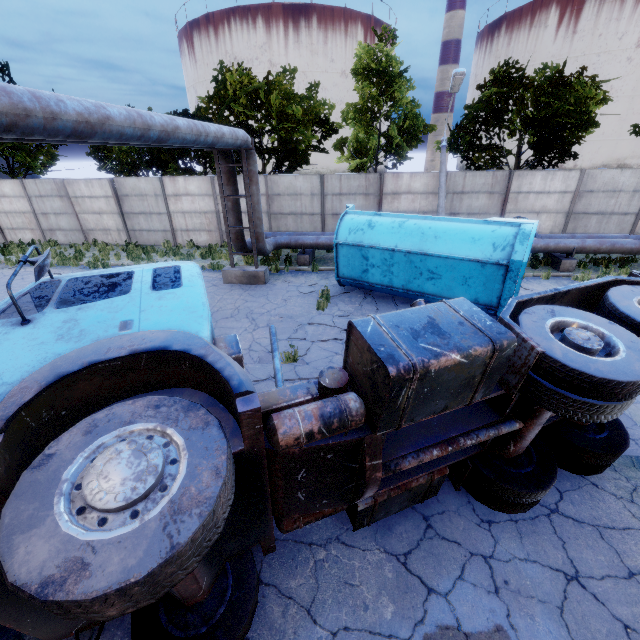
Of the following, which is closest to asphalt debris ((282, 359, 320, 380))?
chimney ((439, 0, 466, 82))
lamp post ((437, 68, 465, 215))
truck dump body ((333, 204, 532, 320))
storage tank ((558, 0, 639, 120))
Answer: truck dump body ((333, 204, 532, 320))

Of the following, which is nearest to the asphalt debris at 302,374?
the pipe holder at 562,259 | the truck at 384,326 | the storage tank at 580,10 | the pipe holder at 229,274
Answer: the truck at 384,326

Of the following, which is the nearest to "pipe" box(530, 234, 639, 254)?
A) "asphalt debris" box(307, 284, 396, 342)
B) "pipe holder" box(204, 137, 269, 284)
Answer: "pipe holder" box(204, 137, 269, 284)

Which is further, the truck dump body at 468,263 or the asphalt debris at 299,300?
the asphalt debris at 299,300

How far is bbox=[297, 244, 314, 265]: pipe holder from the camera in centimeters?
1467cm

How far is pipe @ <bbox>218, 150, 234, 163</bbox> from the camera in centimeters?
1131cm

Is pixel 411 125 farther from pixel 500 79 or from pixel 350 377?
pixel 350 377

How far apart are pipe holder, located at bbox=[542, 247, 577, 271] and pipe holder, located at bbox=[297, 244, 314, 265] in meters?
10.5 m
